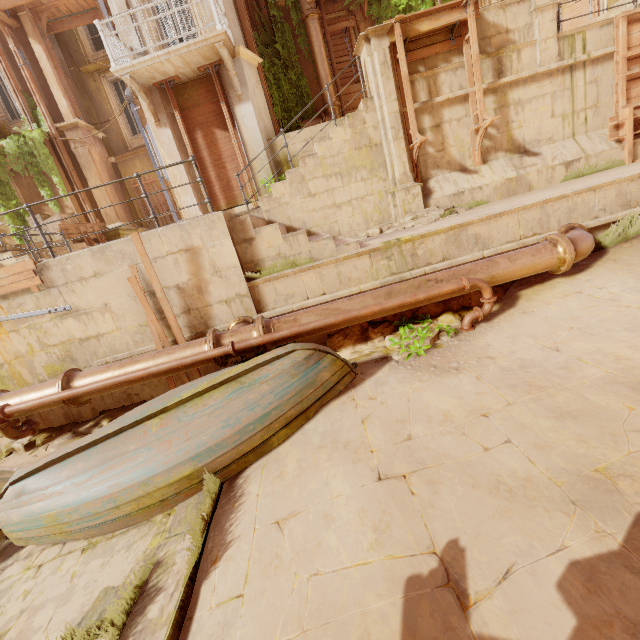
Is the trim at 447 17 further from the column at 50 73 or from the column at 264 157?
the column at 50 73

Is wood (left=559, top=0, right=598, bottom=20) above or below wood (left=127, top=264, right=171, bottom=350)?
above

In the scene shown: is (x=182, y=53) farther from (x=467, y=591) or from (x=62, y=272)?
(x=467, y=591)

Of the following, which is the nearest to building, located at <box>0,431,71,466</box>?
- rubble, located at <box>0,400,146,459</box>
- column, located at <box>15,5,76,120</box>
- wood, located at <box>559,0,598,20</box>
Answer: rubble, located at <box>0,400,146,459</box>

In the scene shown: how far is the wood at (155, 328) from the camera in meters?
5.7

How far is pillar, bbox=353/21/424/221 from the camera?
7.63m

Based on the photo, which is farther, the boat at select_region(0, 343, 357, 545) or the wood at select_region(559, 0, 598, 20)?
the wood at select_region(559, 0, 598, 20)

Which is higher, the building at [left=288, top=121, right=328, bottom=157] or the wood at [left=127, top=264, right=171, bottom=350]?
the building at [left=288, top=121, right=328, bottom=157]
